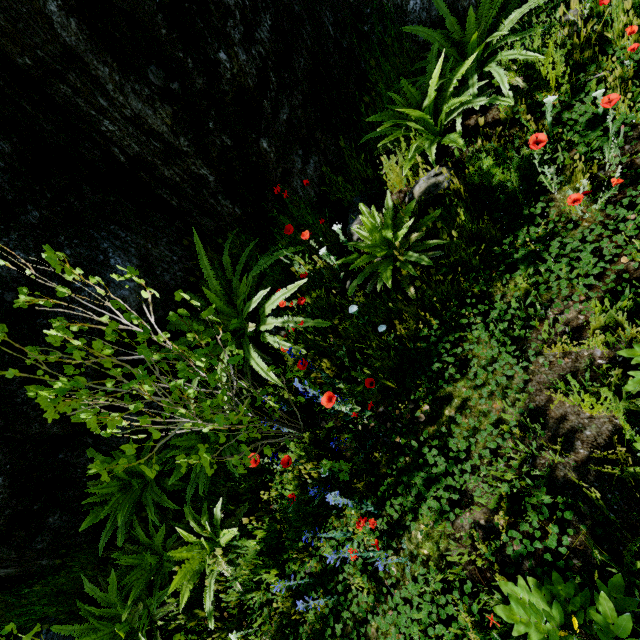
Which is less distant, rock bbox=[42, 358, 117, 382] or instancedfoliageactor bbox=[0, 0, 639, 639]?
instancedfoliageactor bbox=[0, 0, 639, 639]

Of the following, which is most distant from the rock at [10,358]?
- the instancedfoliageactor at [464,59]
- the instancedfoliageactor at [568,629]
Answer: the instancedfoliageactor at [568,629]

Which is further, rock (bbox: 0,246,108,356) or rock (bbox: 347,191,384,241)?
rock (bbox: 347,191,384,241)

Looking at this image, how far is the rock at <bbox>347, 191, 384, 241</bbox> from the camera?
3.17m

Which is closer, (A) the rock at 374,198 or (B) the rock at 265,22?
(B) the rock at 265,22

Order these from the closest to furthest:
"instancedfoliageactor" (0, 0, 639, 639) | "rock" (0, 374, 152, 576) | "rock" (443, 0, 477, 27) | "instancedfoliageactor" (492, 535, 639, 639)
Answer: "instancedfoliageactor" (492, 535, 639, 639) → "instancedfoliageactor" (0, 0, 639, 639) → "rock" (0, 374, 152, 576) → "rock" (443, 0, 477, 27)

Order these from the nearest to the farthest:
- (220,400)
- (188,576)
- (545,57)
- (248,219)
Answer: (220,400), (545,57), (188,576), (248,219)

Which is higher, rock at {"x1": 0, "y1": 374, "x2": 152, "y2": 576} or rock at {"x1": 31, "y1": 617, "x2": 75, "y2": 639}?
rock at {"x1": 0, "y1": 374, "x2": 152, "y2": 576}
